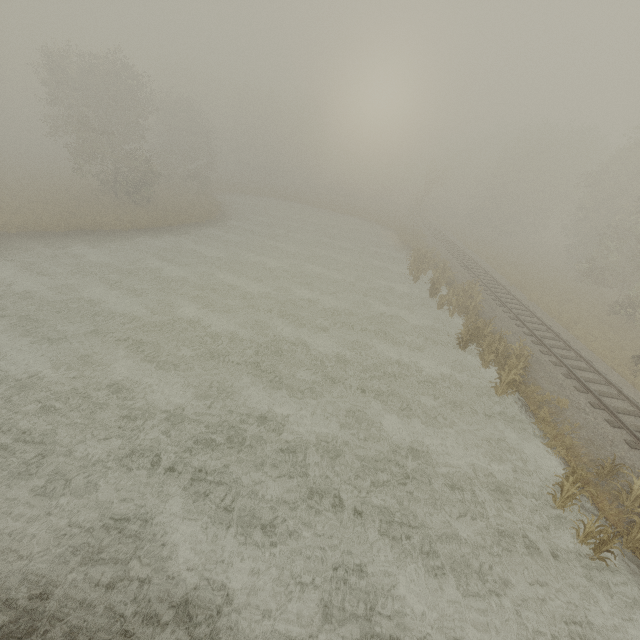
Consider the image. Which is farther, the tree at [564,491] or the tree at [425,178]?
the tree at [425,178]

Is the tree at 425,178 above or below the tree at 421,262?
above

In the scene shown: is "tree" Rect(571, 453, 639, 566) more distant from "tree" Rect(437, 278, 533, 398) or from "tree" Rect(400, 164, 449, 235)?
"tree" Rect(400, 164, 449, 235)

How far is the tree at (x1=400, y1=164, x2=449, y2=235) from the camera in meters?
37.2

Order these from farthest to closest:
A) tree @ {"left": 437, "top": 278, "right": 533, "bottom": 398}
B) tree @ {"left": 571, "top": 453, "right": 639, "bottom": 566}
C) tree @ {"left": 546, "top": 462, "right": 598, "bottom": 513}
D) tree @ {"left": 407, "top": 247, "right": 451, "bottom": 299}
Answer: tree @ {"left": 407, "top": 247, "right": 451, "bottom": 299}, tree @ {"left": 437, "top": 278, "right": 533, "bottom": 398}, tree @ {"left": 546, "top": 462, "right": 598, "bottom": 513}, tree @ {"left": 571, "top": 453, "right": 639, "bottom": 566}

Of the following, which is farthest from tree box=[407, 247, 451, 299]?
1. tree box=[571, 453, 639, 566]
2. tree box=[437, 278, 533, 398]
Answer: tree box=[571, 453, 639, 566]

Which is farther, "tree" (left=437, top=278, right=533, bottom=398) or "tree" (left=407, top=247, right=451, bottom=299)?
"tree" (left=407, top=247, right=451, bottom=299)

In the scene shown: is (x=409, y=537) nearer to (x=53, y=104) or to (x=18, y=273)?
(x=18, y=273)
